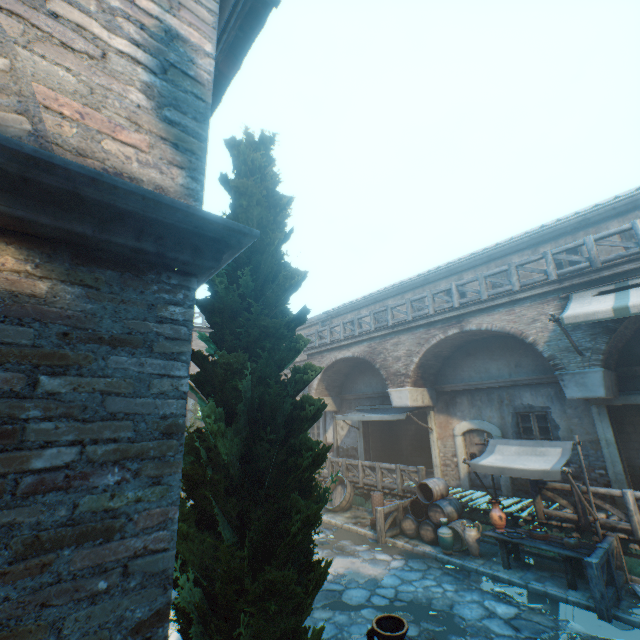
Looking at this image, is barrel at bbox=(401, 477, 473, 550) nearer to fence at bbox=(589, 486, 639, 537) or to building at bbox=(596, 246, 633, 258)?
fence at bbox=(589, 486, 639, 537)

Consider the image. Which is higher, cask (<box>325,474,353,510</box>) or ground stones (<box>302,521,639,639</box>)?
cask (<box>325,474,353,510</box>)

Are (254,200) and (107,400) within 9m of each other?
yes

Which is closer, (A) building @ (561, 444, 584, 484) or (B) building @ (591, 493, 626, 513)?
(B) building @ (591, 493, 626, 513)

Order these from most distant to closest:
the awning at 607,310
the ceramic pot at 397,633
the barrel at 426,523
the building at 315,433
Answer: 1. the building at 315,433
2. the barrel at 426,523
3. the awning at 607,310
4. the ceramic pot at 397,633

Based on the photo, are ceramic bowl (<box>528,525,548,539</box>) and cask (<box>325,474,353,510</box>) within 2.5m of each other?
no

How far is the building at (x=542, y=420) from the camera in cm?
1080

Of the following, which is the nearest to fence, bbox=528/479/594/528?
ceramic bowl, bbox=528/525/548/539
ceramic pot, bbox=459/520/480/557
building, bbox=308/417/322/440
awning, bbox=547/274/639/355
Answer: ceramic bowl, bbox=528/525/548/539
